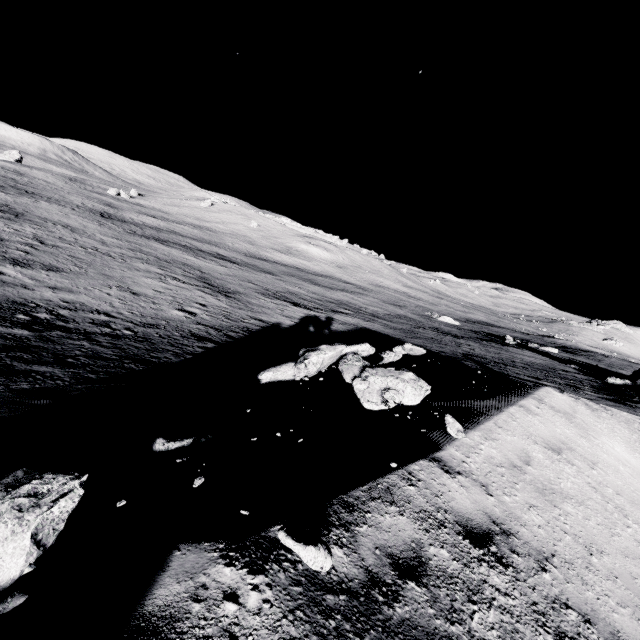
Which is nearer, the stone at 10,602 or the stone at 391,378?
the stone at 10,602

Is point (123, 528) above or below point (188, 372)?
above

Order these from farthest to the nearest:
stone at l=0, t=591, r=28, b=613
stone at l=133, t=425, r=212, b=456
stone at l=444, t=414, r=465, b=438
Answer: stone at l=444, t=414, r=465, b=438
stone at l=133, t=425, r=212, b=456
stone at l=0, t=591, r=28, b=613

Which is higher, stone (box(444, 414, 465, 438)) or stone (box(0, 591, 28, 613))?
stone (box(444, 414, 465, 438))

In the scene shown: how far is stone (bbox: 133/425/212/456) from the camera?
3.97m

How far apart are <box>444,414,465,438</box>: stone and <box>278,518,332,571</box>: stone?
3.7 meters

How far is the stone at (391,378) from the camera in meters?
6.4

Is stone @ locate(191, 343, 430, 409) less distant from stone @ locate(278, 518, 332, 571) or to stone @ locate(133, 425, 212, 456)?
stone @ locate(133, 425, 212, 456)
